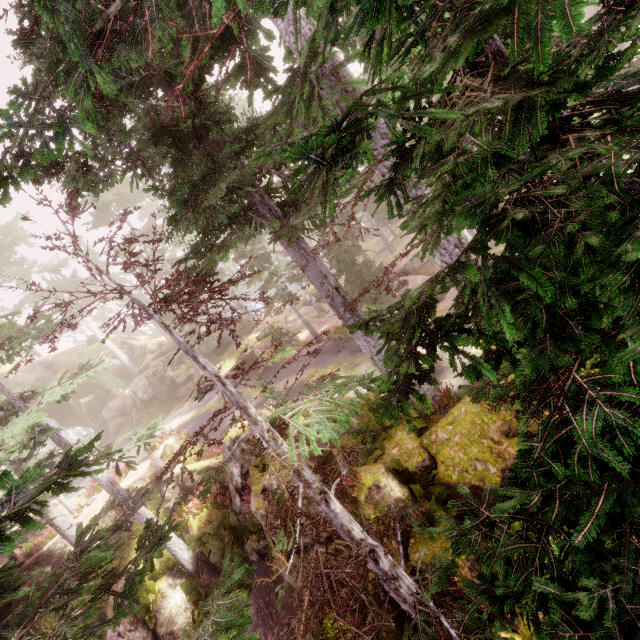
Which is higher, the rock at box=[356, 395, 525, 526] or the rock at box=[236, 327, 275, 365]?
the rock at box=[236, 327, 275, 365]

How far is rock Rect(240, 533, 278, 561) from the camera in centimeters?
1173cm

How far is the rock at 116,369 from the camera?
38.50m

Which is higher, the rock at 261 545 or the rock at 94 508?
the rock at 94 508

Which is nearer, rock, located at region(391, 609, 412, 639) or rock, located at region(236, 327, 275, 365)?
rock, located at region(391, 609, 412, 639)

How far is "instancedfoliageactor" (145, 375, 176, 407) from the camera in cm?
2931

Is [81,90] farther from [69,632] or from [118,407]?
[118,407]
